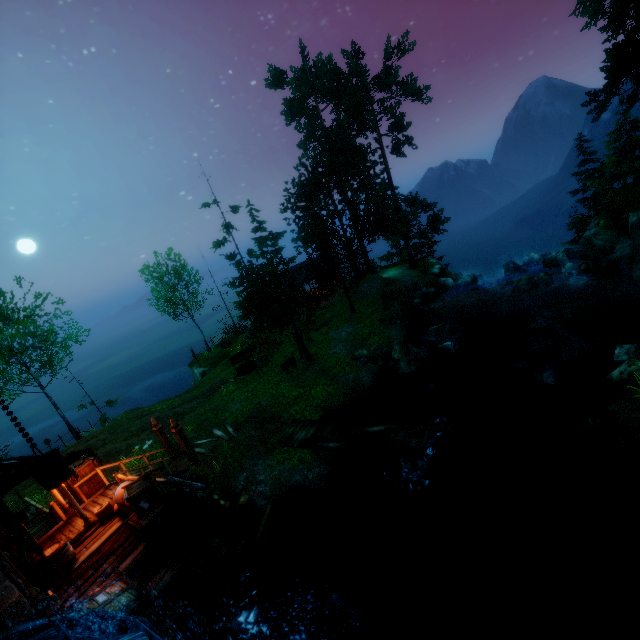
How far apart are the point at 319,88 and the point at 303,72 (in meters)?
7.38

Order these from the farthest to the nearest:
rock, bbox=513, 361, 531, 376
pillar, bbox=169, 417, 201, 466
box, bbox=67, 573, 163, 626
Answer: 1. rock, bbox=513, 361, 531, 376
2. pillar, bbox=169, 417, 201, 466
3. box, bbox=67, 573, 163, 626

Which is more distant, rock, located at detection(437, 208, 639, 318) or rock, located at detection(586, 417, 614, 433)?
rock, located at detection(437, 208, 639, 318)

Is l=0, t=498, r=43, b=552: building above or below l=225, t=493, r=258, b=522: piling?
above

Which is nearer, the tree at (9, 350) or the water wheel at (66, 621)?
the water wheel at (66, 621)

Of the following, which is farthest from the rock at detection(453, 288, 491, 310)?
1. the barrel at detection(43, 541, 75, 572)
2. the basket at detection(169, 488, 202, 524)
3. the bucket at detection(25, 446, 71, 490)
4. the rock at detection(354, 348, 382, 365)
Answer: the barrel at detection(43, 541, 75, 572)

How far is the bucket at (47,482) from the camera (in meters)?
4.61

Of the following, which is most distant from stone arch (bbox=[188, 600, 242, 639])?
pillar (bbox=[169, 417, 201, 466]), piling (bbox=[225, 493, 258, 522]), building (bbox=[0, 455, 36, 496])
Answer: pillar (bbox=[169, 417, 201, 466])
